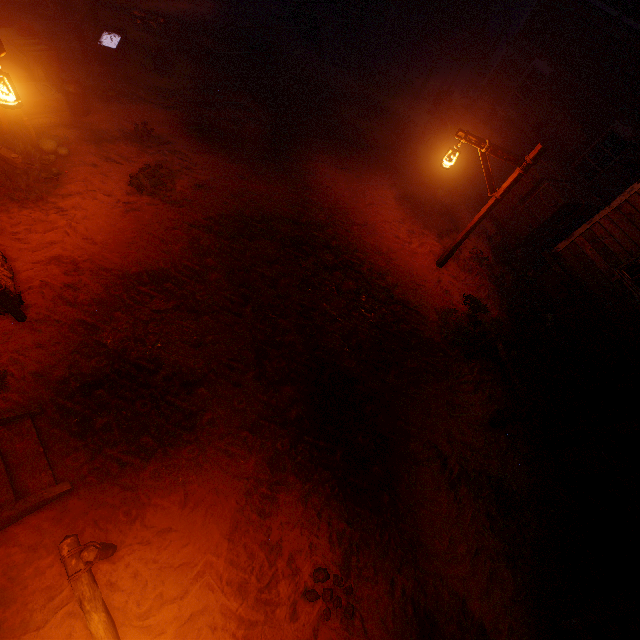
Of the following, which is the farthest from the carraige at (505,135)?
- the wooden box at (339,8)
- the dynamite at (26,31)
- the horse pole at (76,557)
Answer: the horse pole at (76,557)

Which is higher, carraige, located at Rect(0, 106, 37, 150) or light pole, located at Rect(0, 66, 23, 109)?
light pole, located at Rect(0, 66, 23, 109)

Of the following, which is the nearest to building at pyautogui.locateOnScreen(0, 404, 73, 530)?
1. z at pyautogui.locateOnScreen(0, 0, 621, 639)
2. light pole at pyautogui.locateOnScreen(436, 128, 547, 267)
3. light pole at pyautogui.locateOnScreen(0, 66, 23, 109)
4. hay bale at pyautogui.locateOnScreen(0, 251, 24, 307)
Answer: z at pyautogui.locateOnScreen(0, 0, 621, 639)

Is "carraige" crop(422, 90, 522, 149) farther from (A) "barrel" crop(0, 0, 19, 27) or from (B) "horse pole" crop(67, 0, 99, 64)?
(A) "barrel" crop(0, 0, 19, 27)

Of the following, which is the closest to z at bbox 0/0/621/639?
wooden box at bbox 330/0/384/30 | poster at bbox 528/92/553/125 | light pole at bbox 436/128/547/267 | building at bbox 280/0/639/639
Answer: building at bbox 280/0/639/639

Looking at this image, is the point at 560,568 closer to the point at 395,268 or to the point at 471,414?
the point at 471,414

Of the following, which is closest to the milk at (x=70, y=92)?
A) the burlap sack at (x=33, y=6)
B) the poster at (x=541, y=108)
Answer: the burlap sack at (x=33, y=6)

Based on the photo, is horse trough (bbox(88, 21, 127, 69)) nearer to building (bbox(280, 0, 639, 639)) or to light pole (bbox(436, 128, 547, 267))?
building (bbox(280, 0, 639, 639))
